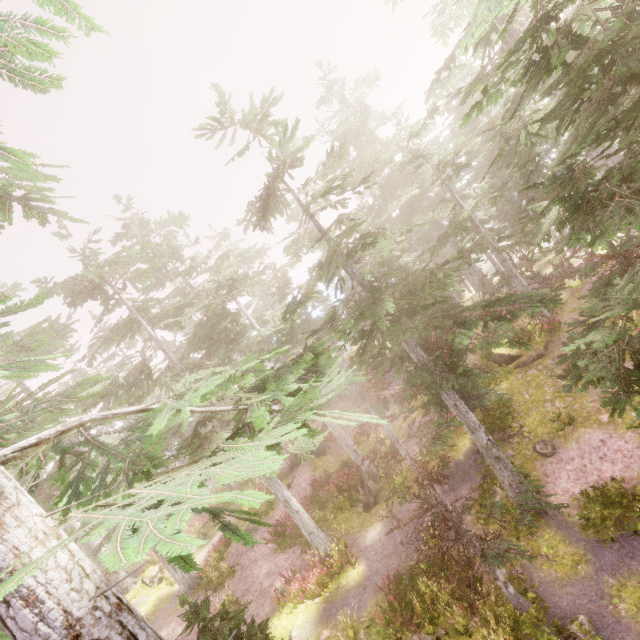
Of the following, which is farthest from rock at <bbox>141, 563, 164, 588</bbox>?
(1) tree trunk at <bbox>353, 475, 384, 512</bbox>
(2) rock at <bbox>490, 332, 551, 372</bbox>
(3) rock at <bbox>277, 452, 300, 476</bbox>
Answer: (2) rock at <bbox>490, 332, 551, 372</bbox>

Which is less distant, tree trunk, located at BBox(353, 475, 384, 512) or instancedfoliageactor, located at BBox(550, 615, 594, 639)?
instancedfoliageactor, located at BBox(550, 615, 594, 639)

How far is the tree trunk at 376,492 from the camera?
17.5m

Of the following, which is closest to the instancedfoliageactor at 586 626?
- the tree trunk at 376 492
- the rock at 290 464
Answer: the rock at 290 464

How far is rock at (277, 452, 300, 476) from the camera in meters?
24.3 m

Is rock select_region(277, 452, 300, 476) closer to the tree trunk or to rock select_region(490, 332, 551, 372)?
the tree trunk

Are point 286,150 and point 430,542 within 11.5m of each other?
no

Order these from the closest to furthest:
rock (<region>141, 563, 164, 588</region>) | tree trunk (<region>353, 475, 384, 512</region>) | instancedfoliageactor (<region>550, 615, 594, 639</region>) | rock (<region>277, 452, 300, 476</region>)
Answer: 1. instancedfoliageactor (<region>550, 615, 594, 639</region>)
2. tree trunk (<region>353, 475, 384, 512</region>)
3. rock (<region>141, 563, 164, 588</region>)
4. rock (<region>277, 452, 300, 476</region>)
